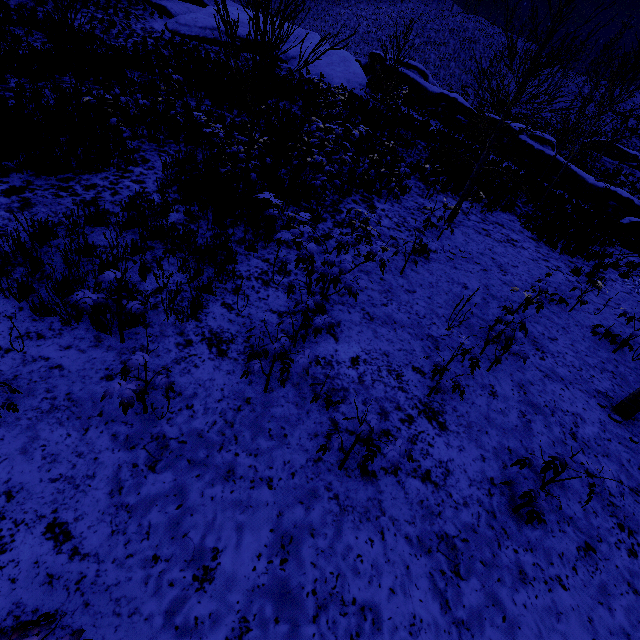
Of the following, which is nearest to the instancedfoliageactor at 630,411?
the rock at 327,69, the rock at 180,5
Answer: the rock at 327,69

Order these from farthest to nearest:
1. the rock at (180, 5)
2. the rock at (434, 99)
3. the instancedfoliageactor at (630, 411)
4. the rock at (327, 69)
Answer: the rock at (434, 99), the rock at (327, 69), the rock at (180, 5), the instancedfoliageactor at (630, 411)

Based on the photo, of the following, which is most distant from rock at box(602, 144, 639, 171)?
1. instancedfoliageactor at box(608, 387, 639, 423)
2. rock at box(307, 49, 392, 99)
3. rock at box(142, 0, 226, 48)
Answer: instancedfoliageactor at box(608, 387, 639, 423)

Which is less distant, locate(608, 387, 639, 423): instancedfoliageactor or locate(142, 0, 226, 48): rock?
locate(608, 387, 639, 423): instancedfoliageactor

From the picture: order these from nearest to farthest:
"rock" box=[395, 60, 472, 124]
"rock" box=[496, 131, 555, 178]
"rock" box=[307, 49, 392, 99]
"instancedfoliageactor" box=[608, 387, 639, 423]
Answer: "instancedfoliageactor" box=[608, 387, 639, 423]
"rock" box=[496, 131, 555, 178]
"rock" box=[307, 49, 392, 99]
"rock" box=[395, 60, 472, 124]

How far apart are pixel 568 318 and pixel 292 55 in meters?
26.1 m

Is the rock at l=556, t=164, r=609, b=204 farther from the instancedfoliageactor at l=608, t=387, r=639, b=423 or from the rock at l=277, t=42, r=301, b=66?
the instancedfoliageactor at l=608, t=387, r=639, b=423
